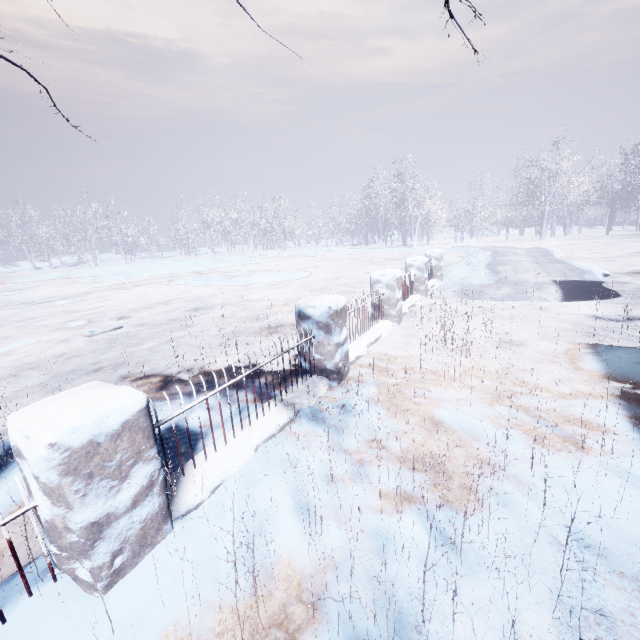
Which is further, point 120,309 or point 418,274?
point 120,309
